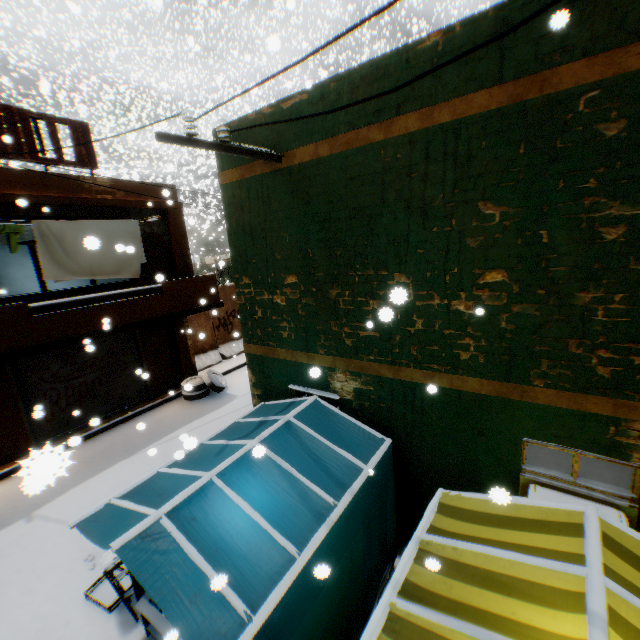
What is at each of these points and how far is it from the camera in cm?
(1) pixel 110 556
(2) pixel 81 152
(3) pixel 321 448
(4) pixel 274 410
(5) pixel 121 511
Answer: (1) table, 449
(2) wooden shield, 850
(3) tent, 436
(4) tent, 557
(5) tent, 364

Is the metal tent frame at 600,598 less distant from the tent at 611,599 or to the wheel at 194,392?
the tent at 611,599

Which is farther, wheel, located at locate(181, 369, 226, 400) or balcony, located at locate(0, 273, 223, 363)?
wheel, located at locate(181, 369, 226, 400)

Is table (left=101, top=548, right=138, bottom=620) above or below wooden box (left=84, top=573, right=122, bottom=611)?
above

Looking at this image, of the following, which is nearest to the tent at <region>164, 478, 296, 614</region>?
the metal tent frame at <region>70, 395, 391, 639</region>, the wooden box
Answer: the metal tent frame at <region>70, 395, 391, 639</region>

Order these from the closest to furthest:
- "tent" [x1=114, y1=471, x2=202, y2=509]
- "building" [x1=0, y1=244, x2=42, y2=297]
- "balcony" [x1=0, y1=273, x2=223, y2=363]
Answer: "tent" [x1=114, y1=471, x2=202, y2=509] → "balcony" [x1=0, y1=273, x2=223, y2=363] → "building" [x1=0, y1=244, x2=42, y2=297]

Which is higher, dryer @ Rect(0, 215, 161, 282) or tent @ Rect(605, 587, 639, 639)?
dryer @ Rect(0, 215, 161, 282)

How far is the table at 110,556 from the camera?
4.4m
